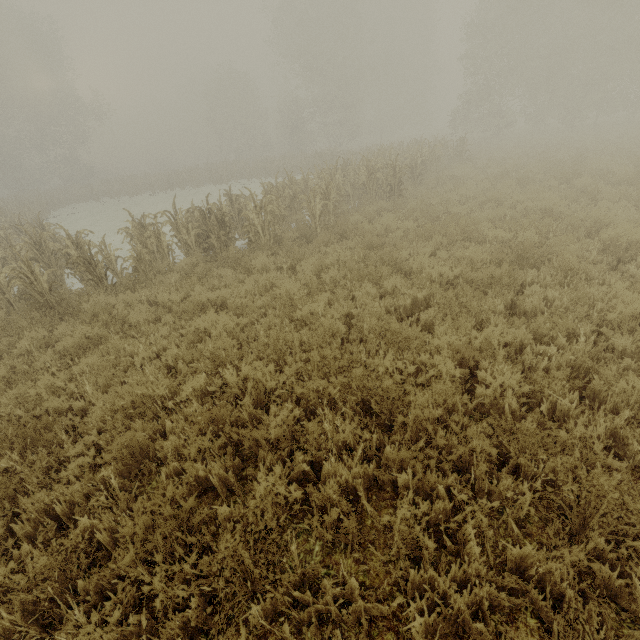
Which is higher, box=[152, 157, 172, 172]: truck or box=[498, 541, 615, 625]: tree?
box=[152, 157, 172, 172]: truck

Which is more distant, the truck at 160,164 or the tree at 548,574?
the truck at 160,164

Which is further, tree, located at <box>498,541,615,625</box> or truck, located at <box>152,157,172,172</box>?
truck, located at <box>152,157,172,172</box>

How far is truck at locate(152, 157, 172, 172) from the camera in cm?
5628

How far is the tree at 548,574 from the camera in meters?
2.0 m

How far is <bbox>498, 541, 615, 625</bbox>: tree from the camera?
2.0 meters

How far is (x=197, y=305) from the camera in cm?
690
